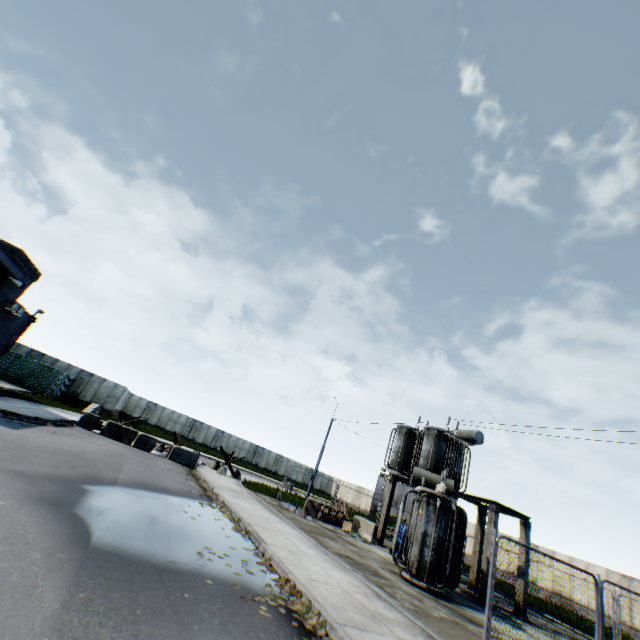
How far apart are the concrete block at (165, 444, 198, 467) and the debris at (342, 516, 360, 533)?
9.78m

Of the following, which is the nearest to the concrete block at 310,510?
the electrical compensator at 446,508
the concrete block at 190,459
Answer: Result: the electrical compensator at 446,508

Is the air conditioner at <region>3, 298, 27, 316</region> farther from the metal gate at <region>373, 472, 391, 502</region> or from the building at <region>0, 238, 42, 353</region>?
the metal gate at <region>373, 472, 391, 502</region>

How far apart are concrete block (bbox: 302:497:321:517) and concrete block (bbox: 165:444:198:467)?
7.49m

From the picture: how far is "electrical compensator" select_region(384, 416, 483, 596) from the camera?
10.8 meters

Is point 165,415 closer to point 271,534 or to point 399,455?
point 399,455

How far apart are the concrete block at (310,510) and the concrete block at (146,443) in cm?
975

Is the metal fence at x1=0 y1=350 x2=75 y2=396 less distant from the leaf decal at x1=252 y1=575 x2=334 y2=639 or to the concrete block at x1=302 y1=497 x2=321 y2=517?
the concrete block at x1=302 y1=497 x2=321 y2=517
